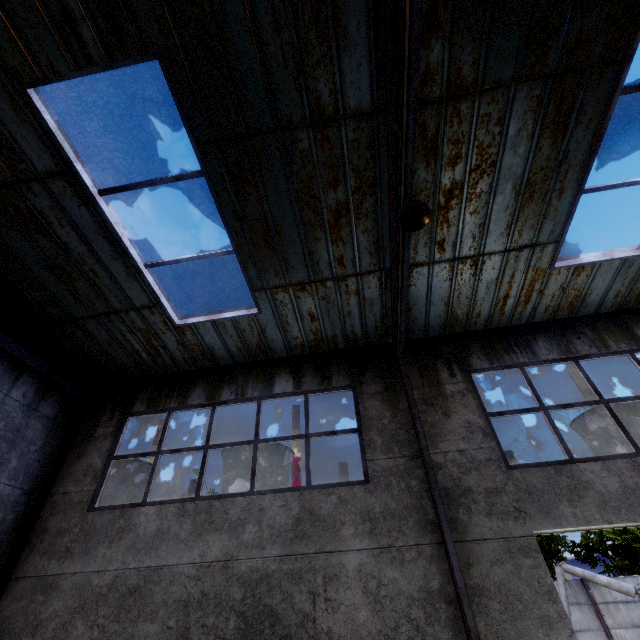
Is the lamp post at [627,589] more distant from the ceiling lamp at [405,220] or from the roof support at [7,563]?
the ceiling lamp at [405,220]

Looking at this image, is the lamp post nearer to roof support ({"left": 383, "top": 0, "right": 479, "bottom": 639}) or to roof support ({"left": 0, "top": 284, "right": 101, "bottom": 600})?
roof support ({"left": 383, "top": 0, "right": 479, "bottom": 639})

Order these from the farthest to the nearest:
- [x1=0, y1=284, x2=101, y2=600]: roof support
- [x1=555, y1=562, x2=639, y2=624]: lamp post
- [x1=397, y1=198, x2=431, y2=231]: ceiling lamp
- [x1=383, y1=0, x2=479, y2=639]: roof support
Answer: [x1=555, y1=562, x2=639, y2=624]: lamp post → [x1=0, y1=284, x2=101, y2=600]: roof support → [x1=397, y1=198, x2=431, y2=231]: ceiling lamp → [x1=383, y1=0, x2=479, y2=639]: roof support

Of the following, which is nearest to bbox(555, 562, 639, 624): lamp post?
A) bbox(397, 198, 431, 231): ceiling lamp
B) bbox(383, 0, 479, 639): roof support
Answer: bbox(383, 0, 479, 639): roof support

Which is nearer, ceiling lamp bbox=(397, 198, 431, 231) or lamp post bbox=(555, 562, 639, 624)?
ceiling lamp bbox=(397, 198, 431, 231)

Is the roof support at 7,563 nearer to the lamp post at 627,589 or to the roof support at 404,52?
the roof support at 404,52

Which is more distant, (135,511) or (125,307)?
(125,307)

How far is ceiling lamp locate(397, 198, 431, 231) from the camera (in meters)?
4.08
